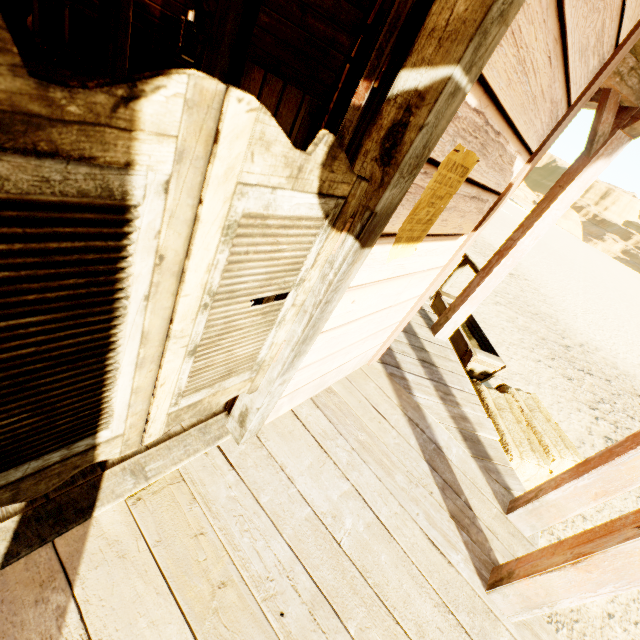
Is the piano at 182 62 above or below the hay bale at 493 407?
above

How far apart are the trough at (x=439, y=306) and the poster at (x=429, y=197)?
2.87m

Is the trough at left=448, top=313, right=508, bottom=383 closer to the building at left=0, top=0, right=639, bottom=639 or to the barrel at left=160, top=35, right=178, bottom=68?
the building at left=0, top=0, right=639, bottom=639

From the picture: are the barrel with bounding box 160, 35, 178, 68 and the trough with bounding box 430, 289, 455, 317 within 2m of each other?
no

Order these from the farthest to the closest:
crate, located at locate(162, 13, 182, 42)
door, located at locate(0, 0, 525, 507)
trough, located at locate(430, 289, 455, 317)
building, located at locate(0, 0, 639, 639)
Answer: crate, located at locate(162, 13, 182, 42)
trough, located at locate(430, 289, 455, 317)
building, located at locate(0, 0, 639, 639)
door, located at locate(0, 0, 525, 507)

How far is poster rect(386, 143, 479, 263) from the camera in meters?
1.2

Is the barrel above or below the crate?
below

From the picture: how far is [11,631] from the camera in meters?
1.0
